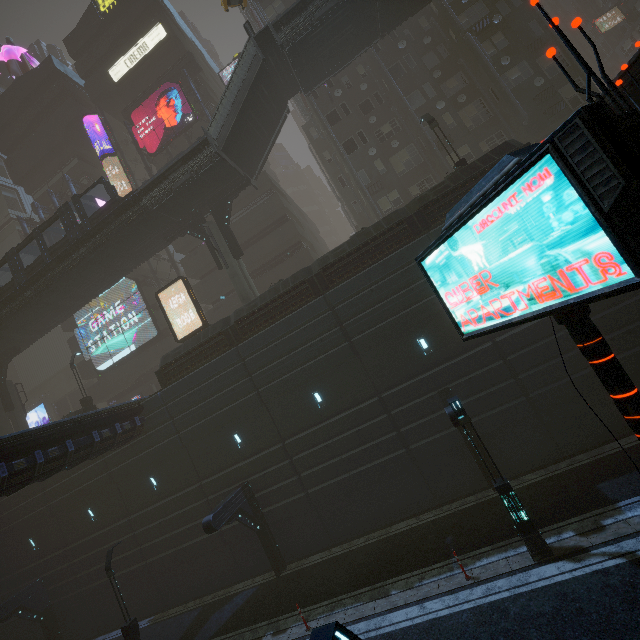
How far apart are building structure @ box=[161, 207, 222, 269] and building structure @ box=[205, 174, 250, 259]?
0.7m

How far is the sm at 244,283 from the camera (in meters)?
21.62

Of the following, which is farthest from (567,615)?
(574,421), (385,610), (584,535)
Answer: (574,421)

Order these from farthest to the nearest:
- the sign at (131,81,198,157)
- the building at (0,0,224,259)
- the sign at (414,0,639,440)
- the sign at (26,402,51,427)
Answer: the sign at (26,402,51,427), the building at (0,0,224,259), the sign at (131,81,198,157), the sign at (414,0,639,440)

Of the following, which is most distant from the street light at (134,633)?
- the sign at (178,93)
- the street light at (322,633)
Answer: the sign at (178,93)

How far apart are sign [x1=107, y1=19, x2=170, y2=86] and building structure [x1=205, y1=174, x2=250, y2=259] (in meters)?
22.71

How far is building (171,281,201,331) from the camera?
32.31m

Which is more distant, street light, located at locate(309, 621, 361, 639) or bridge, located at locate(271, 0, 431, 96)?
bridge, located at locate(271, 0, 431, 96)
